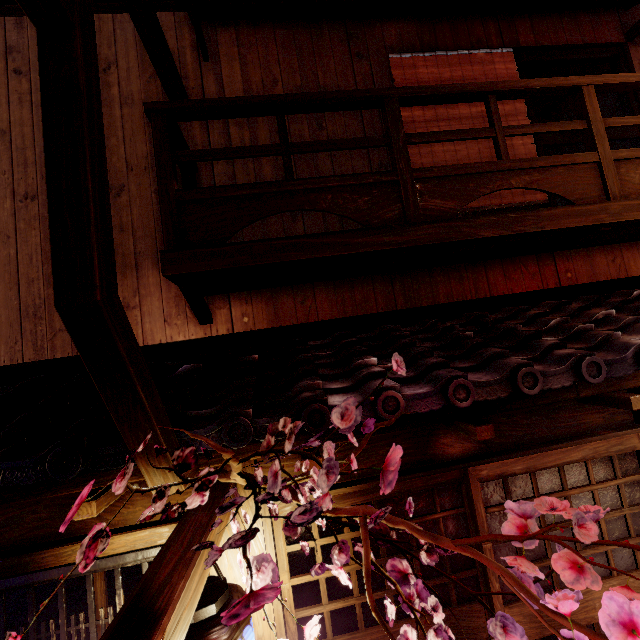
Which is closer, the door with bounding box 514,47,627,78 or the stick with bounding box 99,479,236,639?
the stick with bounding box 99,479,236,639

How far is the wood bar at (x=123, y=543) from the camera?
4.34m

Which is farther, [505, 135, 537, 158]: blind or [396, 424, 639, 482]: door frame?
[505, 135, 537, 158]: blind

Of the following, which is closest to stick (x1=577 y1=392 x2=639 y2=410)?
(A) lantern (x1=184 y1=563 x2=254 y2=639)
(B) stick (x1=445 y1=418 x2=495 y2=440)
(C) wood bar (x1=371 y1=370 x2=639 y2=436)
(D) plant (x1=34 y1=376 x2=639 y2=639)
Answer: (C) wood bar (x1=371 y1=370 x2=639 y2=436)

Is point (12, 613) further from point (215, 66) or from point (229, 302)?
point (215, 66)

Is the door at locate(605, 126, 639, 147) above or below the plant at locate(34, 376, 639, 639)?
above

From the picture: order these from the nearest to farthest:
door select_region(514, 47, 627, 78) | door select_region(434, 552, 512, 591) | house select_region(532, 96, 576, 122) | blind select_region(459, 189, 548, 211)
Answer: door select_region(434, 552, 512, 591), blind select_region(459, 189, 548, 211), door select_region(514, 47, 627, 78), house select_region(532, 96, 576, 122)

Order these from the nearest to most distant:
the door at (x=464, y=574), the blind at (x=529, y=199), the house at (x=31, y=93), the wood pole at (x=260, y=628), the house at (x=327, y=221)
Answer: the wood pole at (x=260, y=628) < the door at (x=464, y=574) < the house at (x=31, y=93) < the house at (x=327, y=221) < the blind at (x=529, y=199)
